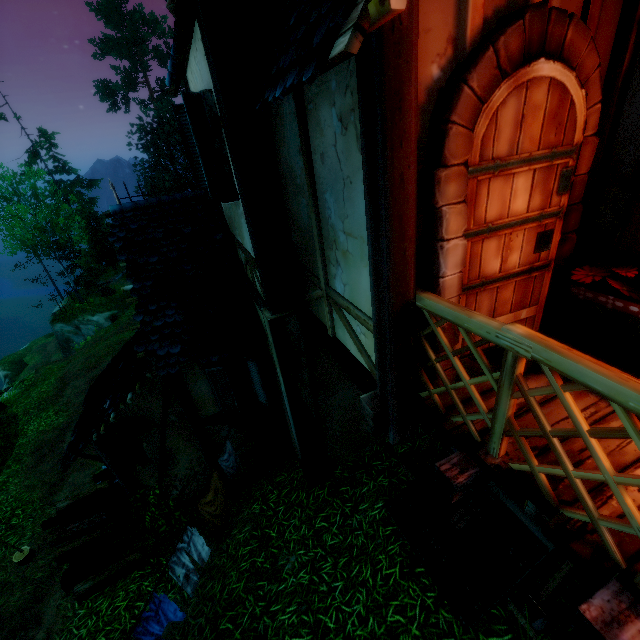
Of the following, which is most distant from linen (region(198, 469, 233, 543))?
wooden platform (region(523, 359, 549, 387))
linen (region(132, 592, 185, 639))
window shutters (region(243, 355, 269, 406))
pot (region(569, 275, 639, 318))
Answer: pot (region(569, 275, 639, 318))

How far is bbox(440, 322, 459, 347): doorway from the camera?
2.4 meters

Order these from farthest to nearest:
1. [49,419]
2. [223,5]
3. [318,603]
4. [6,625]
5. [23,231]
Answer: [23,231]
[49,419]
[6,625]
[318,603]
[223,5]

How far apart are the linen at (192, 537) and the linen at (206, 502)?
0.2m

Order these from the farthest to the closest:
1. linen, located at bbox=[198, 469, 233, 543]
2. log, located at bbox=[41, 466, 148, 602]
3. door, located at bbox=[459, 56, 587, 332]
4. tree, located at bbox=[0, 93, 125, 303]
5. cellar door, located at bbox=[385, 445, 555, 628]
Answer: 1. tree, located at bbox=[0, 93, 125, 303]
2. log, located at bbox=[41, 466, 148, 602]
3. linen, located at bbox=[198, 469, 233, 543]
4. cellar door, located at bbox=[385, 445, 555, 628]
5. door, located at bbox=[459, 56, 587, 332]

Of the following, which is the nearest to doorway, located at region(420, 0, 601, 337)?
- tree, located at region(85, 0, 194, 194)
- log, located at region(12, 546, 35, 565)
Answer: log, located at region(12, 546, 35, 565)

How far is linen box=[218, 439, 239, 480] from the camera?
5.97m

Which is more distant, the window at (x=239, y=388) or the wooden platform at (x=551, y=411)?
the window at (x=239, y=388)
